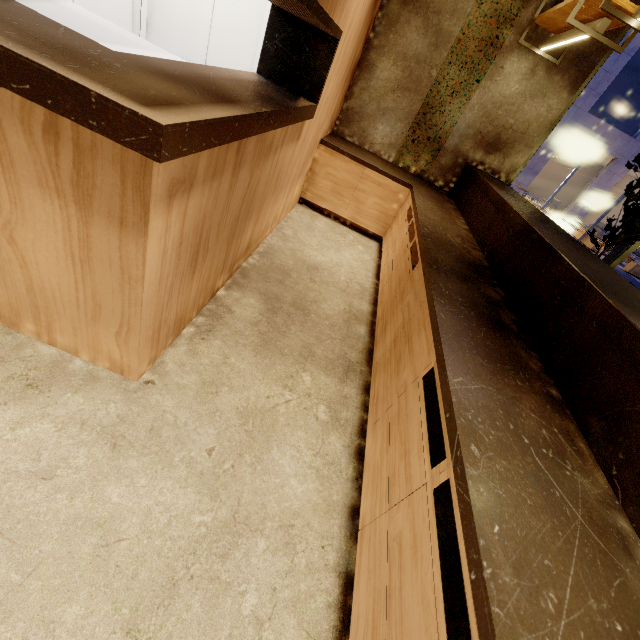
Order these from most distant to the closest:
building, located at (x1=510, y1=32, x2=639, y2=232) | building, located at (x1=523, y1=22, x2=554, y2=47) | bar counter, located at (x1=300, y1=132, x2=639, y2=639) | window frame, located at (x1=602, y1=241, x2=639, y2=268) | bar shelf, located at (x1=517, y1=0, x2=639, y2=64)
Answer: building, located at (x1=510, y1=32, x2=639, y2=232), window frame, located at (x1=602, y1=241, x2=639, y2=268), building, located at (x1=523, y1=22, x2=554, y2=47), bar shelf, located at (x1=517, y1=0, x2=639, y2=64), bar counter, located at (x1=300, y1=132, x2=639, y2=639)

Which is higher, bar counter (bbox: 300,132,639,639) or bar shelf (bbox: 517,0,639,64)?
bar shelf (bbox: 517,0,639,64)

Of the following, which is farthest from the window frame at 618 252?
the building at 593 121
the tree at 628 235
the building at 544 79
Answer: the building at 593 121

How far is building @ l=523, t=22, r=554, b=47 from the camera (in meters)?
3.40

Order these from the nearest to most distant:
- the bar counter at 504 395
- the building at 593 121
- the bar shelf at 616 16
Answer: the bar counter at 504 395
the bar shelf at 616 16
the building at 593 121

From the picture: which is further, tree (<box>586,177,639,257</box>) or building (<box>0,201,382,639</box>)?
tree (<box>586,177,639,257</box>)

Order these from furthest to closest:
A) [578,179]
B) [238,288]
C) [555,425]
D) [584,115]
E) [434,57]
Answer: [578,179], [584,115], [434,57], [238,288], [555,425]

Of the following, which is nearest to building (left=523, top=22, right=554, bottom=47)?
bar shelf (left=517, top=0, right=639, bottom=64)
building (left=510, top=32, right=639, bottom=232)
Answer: bar shelf (left=517, top=0, right=639, bottom=64)
